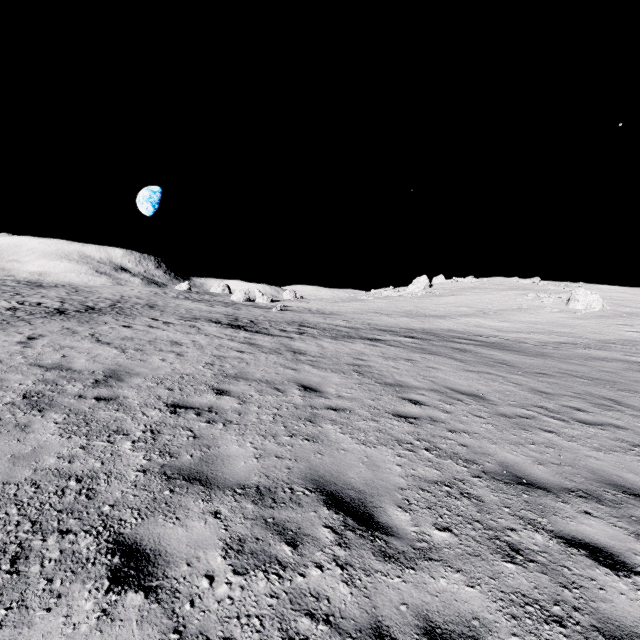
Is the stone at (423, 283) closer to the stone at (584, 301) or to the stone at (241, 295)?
the stone at (584, 301)

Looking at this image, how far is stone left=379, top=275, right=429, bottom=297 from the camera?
51.0 meters

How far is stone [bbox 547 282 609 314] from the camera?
32.9m

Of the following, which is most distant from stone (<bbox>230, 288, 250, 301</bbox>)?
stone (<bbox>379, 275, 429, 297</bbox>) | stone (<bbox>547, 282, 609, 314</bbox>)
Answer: stone (<bbox>547, 282, 609, 314</bbox>)

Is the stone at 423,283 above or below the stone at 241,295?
above

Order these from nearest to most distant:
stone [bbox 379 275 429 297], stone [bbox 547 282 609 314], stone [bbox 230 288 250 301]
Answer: stone [bbox 547 282 609 314]
stone [bbox 230 288 250 301]
stone [bbox 379 275 429 297]

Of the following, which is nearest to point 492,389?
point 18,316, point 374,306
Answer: point 18,316
